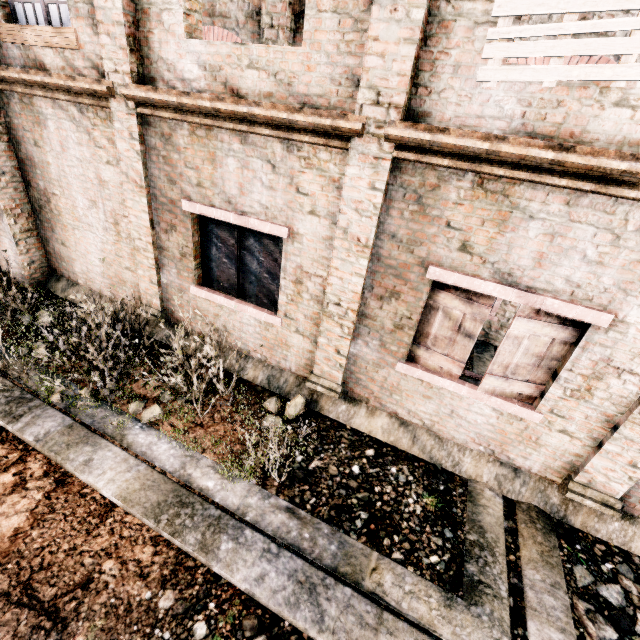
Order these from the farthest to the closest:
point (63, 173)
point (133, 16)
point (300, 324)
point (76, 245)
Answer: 1. point (76, 245)
2. point (63, 173)
3. point (300, 324)
4. point (133, 16)
